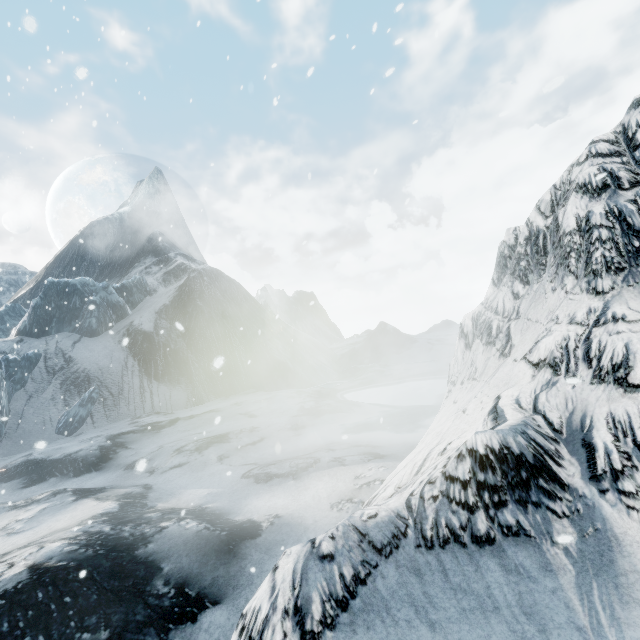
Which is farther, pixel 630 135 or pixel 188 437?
pixel 188 437
